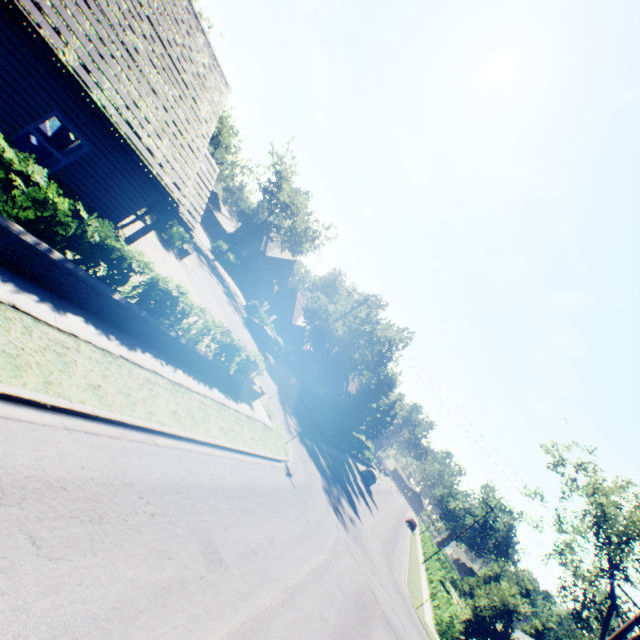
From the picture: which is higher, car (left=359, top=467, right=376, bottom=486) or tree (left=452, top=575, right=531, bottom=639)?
tree (left=452, top=575, right=531, bottom=639)

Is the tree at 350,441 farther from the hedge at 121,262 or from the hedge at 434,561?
the hedge at 121,262

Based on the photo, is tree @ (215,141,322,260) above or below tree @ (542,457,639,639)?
below

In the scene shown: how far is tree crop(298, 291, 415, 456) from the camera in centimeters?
3312cm

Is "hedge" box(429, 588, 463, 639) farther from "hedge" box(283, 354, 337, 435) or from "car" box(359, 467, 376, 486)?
"hedge" box(283, 354, 337, 435)

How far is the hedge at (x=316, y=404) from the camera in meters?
31.8 m

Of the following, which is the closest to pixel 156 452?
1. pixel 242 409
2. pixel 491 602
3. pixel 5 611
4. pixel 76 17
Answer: pixel 5 611

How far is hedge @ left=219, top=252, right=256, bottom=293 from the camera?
49.8 meters
